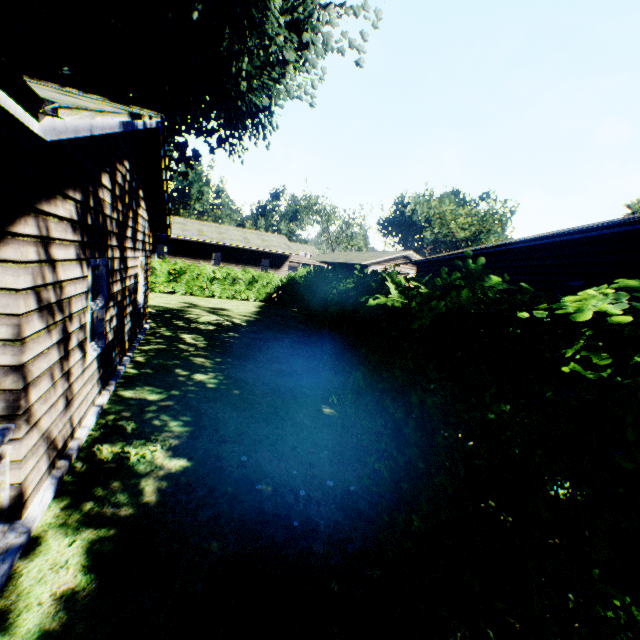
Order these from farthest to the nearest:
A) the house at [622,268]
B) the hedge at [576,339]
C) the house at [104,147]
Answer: the house at [622,268]
the house at [104,147]
the hedge at [576,339]

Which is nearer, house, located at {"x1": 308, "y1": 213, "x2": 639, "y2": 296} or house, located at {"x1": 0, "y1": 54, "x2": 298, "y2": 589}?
house, located at {"x1": 0, "y1": 54, "x2": 298, "y2": 589}

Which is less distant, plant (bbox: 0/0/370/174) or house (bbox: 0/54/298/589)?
house (bbox: 0/54/298/589)

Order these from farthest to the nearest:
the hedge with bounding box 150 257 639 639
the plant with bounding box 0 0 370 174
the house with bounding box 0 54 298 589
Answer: the plant with bounding box 0 0 370 174
the house with bounding box 0 54 298 589
the hedge with bounding box 150 257 639 639

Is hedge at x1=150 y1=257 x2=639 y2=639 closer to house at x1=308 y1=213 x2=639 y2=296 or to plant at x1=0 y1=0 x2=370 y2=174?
plant at x1=0 y1=0 x2=370 y2=174

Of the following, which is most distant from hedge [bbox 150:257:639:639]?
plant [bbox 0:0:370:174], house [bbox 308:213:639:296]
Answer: house [bbox 308:213:639:296]

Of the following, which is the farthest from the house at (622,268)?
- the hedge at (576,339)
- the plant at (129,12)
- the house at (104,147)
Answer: the plant at (129,12)

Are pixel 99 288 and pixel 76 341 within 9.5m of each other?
yes
